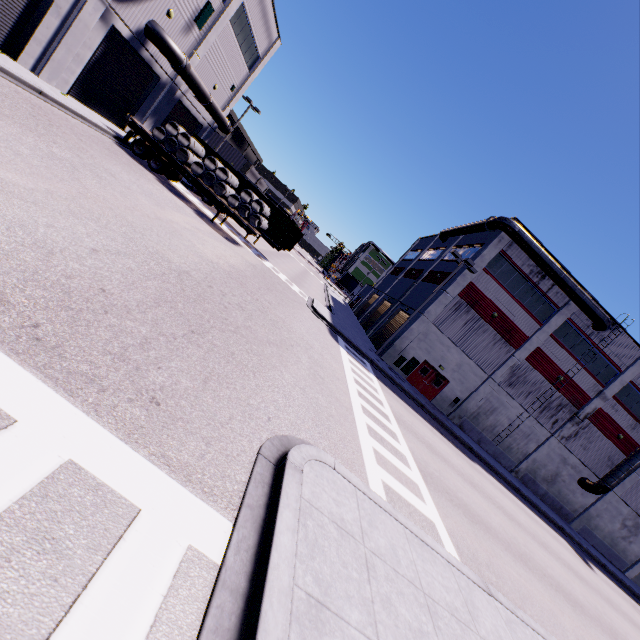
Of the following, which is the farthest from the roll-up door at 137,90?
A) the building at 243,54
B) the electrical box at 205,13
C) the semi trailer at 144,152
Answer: the electrical box at 205,13

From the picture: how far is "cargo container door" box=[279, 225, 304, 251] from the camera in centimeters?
2436cm

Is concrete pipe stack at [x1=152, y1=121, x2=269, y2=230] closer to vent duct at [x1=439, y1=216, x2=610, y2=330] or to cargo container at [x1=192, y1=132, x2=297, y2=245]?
cargo container at [x1=192, y1=132, x2=297, y2=245]

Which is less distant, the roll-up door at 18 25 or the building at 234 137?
the roll-up door at 18 25

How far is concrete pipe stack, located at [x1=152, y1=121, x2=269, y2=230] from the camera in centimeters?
1930cm

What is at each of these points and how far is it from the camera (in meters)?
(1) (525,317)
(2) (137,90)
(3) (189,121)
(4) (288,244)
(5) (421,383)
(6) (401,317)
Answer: (1) building, 26.02
(2) roll-up door, 21.33
(3) roll-up door, 28.03
(4) cargo container door, 24.36
(5) door, 27.22
(6) roll-up door, 31.08

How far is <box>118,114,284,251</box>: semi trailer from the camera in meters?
19.2 m

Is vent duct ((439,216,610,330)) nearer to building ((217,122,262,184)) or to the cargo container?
building ((217,122,262,184))
